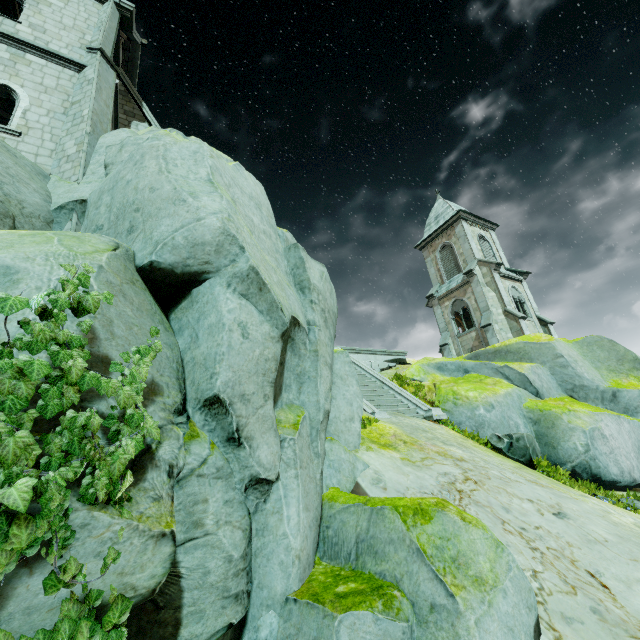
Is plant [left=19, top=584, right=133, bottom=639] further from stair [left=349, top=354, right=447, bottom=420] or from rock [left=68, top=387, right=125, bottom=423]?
stair [left=349, top=354, right=447, bottom=420]

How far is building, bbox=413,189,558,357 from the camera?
24.8m

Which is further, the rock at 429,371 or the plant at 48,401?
the rock at 429,371

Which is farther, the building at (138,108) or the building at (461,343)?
the building at (461,343)

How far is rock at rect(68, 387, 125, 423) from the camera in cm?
258

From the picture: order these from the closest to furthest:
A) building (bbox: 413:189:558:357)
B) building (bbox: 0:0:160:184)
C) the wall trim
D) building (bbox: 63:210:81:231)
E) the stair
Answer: building (bbox: 63:210:81:231), building (bbox: 0:0:160:184), the stair, the wall trim, building (bbox: 413:189:558:357)

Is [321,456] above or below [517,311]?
below

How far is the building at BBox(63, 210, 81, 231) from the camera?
8.41m
